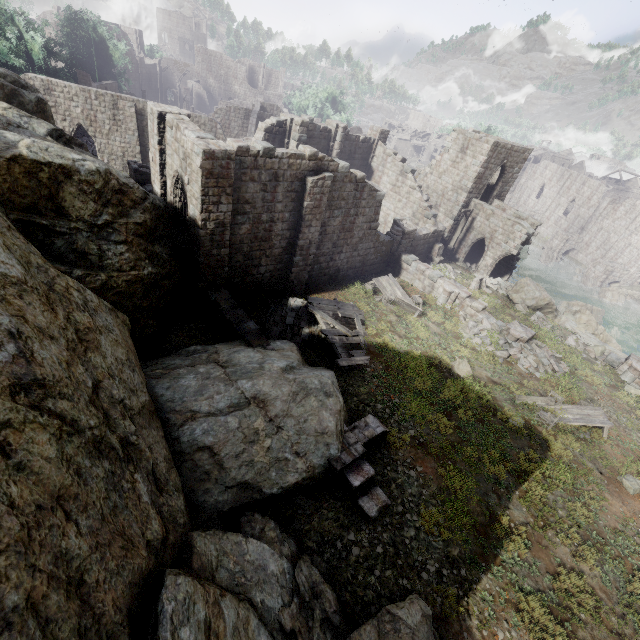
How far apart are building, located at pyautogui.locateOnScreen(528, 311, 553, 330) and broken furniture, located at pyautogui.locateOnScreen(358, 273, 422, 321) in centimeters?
810cm

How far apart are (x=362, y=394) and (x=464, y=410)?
4.5 meters

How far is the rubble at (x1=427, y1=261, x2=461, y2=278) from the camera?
25.69m

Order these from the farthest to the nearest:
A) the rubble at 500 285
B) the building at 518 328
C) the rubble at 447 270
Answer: the rubble at 500 285 → the rubble at 447 270 → the building at 518 328

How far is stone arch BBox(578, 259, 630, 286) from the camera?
39.0m

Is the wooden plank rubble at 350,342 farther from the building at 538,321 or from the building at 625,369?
the building at 625,369

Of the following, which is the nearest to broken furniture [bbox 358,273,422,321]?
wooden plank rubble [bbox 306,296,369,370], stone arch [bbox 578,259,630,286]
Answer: wooden plank rubble [bbox 306,296,369,370]

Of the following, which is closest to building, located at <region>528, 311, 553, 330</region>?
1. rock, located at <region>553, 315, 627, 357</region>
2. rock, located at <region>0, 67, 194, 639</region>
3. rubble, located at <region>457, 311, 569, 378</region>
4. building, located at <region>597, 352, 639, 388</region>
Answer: rock, located at <region>553, 315, 627, 357</region>
